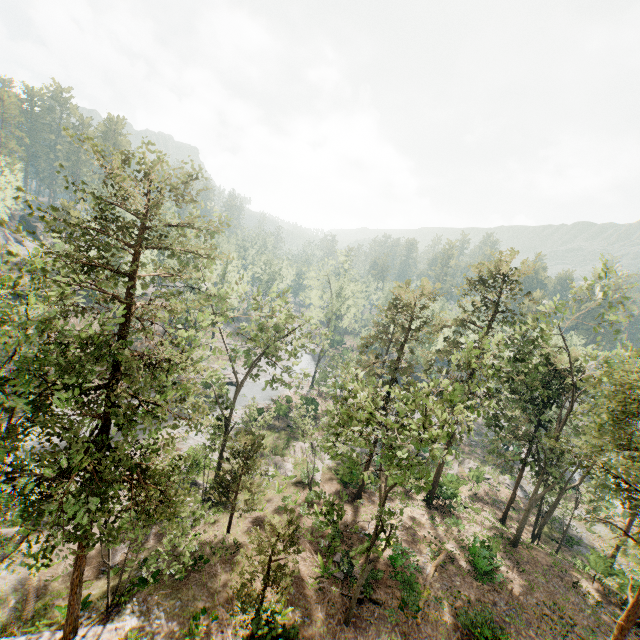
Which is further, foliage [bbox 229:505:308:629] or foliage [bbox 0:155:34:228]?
foliage [bbox 229:505:308:629]

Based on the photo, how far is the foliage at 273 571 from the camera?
14.79m

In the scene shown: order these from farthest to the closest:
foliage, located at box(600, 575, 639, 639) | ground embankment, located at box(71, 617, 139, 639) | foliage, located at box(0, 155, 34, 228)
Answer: foliage, located at box(600, 575, 639, 639) < ground embankment, located at box(71, 617, 139, 639) < foliage, located at box(0, 155, 34, 228)

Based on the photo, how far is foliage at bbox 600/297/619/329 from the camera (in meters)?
20.70

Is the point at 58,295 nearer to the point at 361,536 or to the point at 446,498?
the point at 361,536

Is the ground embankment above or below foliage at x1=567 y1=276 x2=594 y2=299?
below

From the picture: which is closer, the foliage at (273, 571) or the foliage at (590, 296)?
the foliage at (273, 571)
